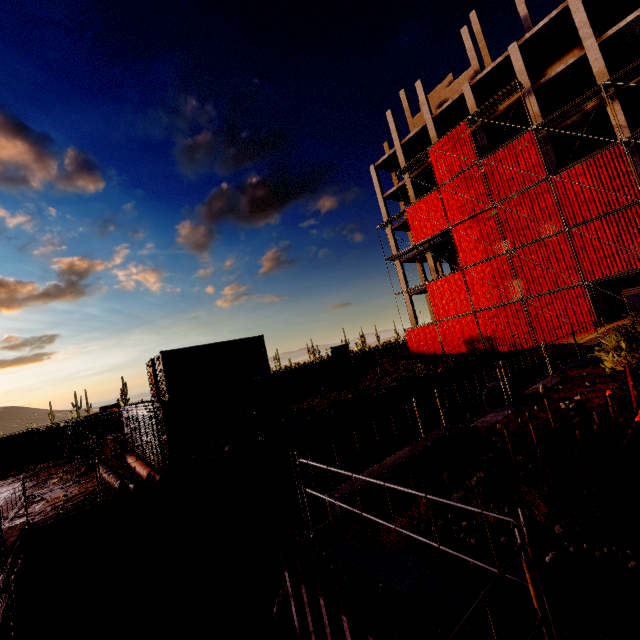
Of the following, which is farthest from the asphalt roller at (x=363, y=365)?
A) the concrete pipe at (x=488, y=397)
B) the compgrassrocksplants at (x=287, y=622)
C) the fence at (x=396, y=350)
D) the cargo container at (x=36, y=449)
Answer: the cargo container at (x=36, y=449)

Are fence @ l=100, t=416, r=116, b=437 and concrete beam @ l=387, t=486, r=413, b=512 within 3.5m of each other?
no

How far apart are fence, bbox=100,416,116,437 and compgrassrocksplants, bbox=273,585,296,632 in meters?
23.3

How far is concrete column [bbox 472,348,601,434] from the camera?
9.35m

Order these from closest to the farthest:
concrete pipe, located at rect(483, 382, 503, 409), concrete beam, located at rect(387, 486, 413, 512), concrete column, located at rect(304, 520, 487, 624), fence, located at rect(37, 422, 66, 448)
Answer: concrete column, located at rect(304, 520, 487, 624)
concrete beam, located at rect(387, 486, 413, 512)
concrete pipe, located at rect(483, 382, 503, 409)
fence, located at rect(37, 422, 66, 448)

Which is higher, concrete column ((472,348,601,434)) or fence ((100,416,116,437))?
fence ((100,416,116,437))

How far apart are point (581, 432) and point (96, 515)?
13.3m

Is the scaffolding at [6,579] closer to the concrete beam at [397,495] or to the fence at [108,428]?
the concrete beam at [397,495]
